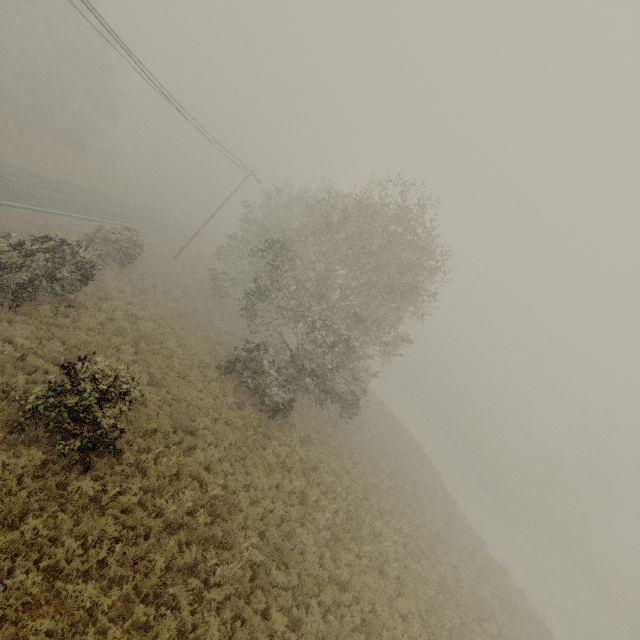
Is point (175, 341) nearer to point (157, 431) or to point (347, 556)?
point (157, 431)
